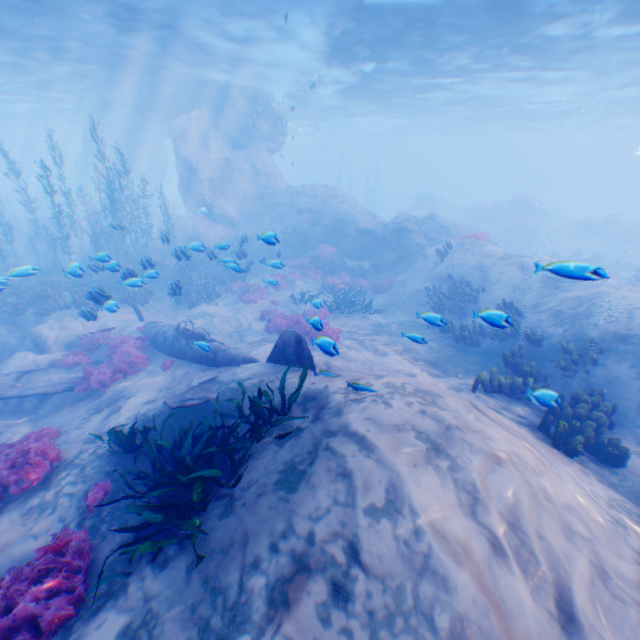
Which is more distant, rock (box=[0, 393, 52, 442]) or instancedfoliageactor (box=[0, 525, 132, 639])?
rock (box=[0, 393, 52, 442])

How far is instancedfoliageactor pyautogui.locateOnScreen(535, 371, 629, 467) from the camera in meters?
6.0 m

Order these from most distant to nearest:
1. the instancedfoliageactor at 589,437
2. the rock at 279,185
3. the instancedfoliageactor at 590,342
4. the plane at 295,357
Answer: the rock at 279,185
the instancedfoliageactor at 590,342
the plane at 295,357
the instancedfoliageactor at 589,437

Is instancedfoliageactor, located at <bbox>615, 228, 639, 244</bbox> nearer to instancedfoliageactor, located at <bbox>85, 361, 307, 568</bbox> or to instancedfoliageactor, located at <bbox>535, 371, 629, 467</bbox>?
instancedfoliageactor, located at <bbox>535, 371, 629, 467</bbox>

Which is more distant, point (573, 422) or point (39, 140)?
point (39, 140)

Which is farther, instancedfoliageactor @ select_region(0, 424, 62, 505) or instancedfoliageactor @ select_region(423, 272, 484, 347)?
instancedfoliageactor @ select_region(423, 272, 484, 347)

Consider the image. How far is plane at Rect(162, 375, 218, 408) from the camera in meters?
6.8 m

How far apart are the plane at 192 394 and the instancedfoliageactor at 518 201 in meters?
34.9
